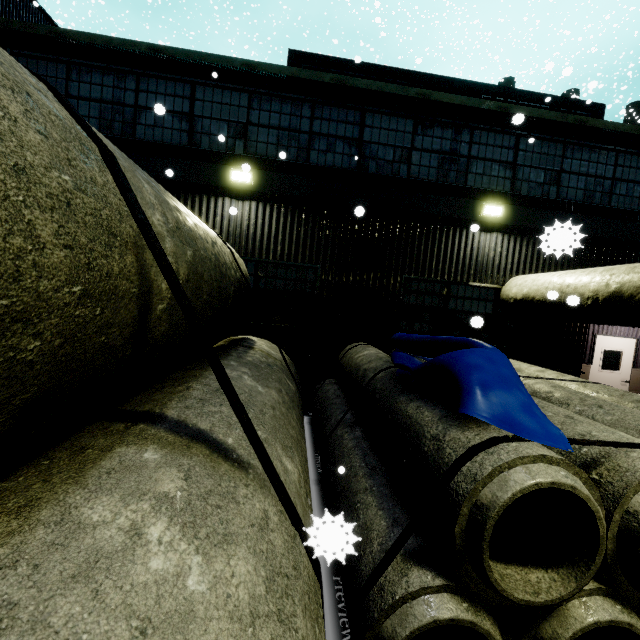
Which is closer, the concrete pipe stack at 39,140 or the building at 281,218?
the concrete pipe stack at 39,140

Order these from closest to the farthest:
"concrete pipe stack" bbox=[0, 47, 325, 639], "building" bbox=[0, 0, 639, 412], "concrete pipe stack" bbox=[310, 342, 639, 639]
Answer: "concrete pipe stack" bbox=[0, 47, 325, 639] < "concrete pipe stack" bbox=[310, 342, 639, 639] < "building" bbox=[0, 0, 639, 412]

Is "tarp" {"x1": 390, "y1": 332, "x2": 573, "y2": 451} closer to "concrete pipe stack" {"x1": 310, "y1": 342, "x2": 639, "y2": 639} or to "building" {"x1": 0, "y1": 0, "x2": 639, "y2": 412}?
"concrete pipe stack" {"x1": 310, "y1": 342, "x2": 639, "y2": 639}

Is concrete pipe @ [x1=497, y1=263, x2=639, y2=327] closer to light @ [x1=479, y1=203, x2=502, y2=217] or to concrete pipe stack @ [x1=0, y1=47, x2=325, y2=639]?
concrete pipe stack @ [x1=0, y1=47, x2=325, y2=639]

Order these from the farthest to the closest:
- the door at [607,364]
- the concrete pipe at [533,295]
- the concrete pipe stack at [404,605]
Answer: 1. the door at [607,364]
2. the concrete pipe at [533,295]
3. the concrete pipe stack at [404,605]

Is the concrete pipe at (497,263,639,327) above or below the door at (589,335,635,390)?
above

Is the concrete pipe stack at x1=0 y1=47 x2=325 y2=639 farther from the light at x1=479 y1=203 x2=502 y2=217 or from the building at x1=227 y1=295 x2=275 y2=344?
the light at x1=479 y1=203 x2=502 y2=217

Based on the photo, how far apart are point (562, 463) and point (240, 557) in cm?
212
